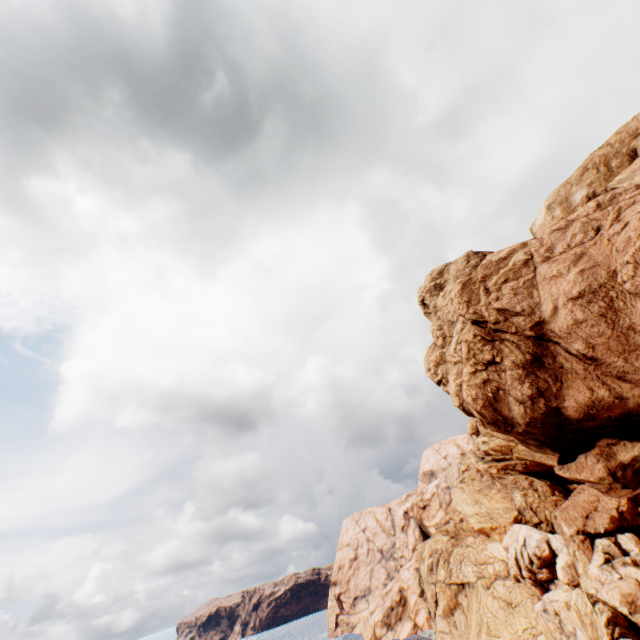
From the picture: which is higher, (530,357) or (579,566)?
(530,357)
